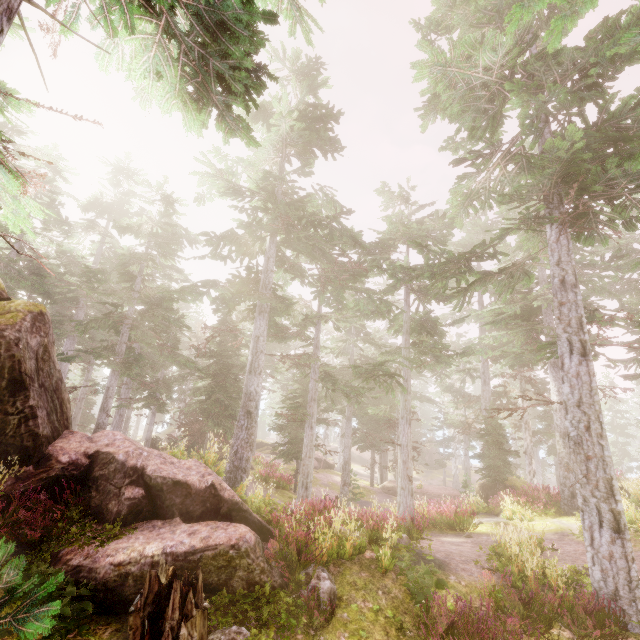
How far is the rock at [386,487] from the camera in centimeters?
2919cm

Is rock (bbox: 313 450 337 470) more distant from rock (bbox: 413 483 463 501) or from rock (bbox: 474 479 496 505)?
rock (bbox: 474 479 496 505)

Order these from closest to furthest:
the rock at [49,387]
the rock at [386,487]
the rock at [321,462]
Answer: the rock at [49,387] < the rock at [386,487] < the rock at [321,462]

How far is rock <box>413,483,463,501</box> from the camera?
27.8m

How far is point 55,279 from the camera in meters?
26.0 m

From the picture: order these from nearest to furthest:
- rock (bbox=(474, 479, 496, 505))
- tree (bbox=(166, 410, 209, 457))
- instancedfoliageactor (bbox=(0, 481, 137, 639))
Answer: instancedfoliageactor (bbox=(0, 481, 137, 639)) → rock (bbox=(474, 479, 496, 505)) → tree (bbox=(166, 410, 209, 457))

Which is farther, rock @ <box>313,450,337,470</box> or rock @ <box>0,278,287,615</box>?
rock @ <box>313,450,337,470</box>
